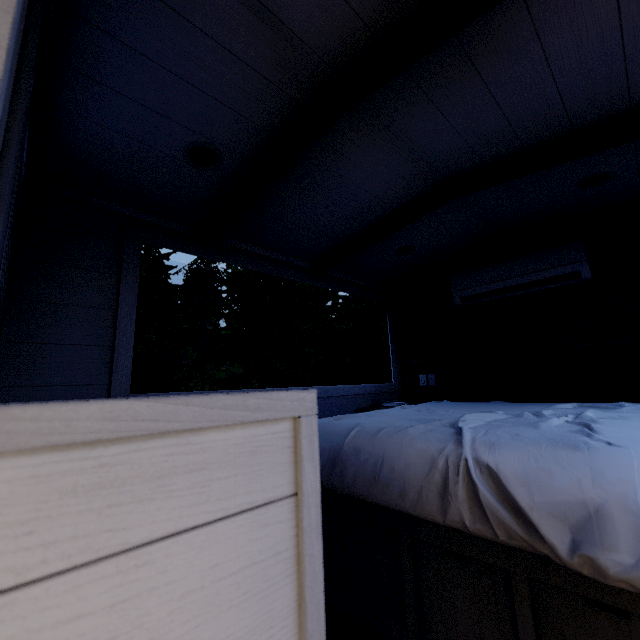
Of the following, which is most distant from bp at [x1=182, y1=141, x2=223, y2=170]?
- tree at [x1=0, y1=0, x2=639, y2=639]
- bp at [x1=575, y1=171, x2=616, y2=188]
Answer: bp at [x1=575, y1=171, x2=616, y2=188]

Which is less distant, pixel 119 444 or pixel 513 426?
pixel 119 444

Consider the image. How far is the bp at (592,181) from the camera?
2.1m

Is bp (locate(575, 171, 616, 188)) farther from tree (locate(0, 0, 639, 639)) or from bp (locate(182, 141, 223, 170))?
bp (locate(182, 141, 223, 170))

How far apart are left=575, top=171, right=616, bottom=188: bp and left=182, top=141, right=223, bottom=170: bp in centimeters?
233cm

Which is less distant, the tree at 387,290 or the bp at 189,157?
the tree at 387,290

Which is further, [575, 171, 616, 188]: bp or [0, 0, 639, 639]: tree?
[575, 171, 616, 188]: bp
